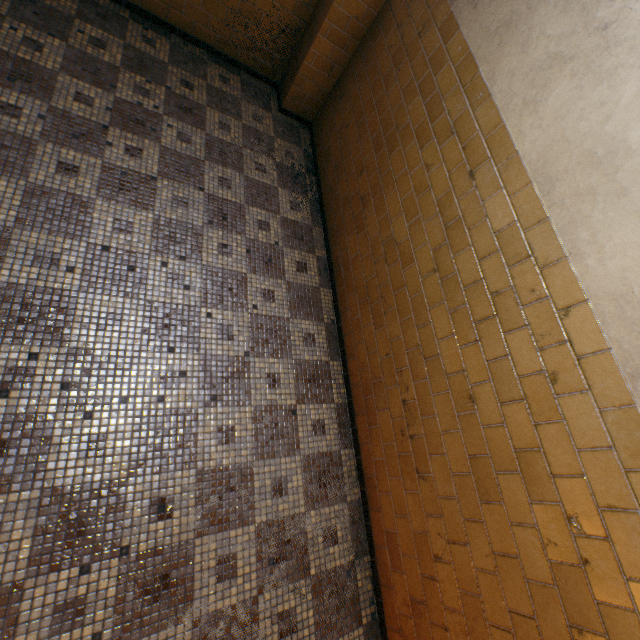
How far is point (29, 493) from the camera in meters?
1.7
